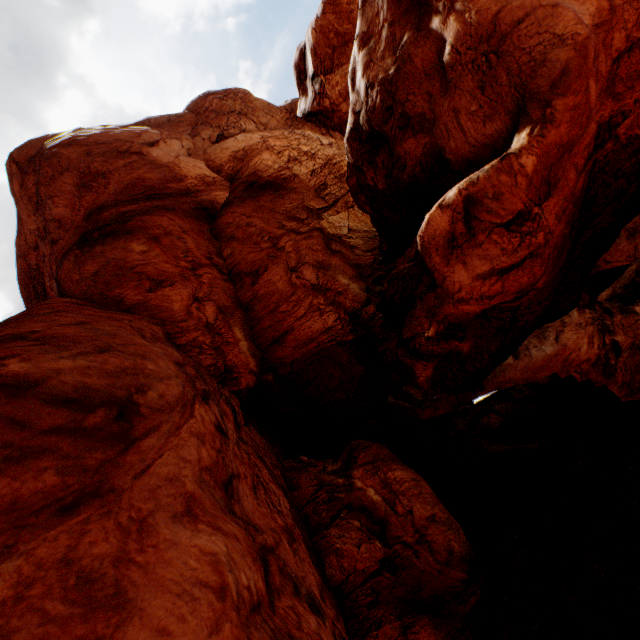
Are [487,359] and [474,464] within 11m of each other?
no
